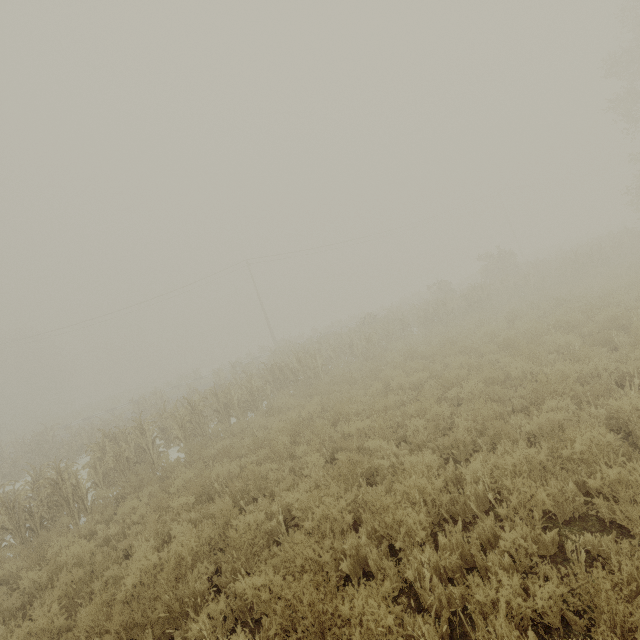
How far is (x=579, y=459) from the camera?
4.23m
